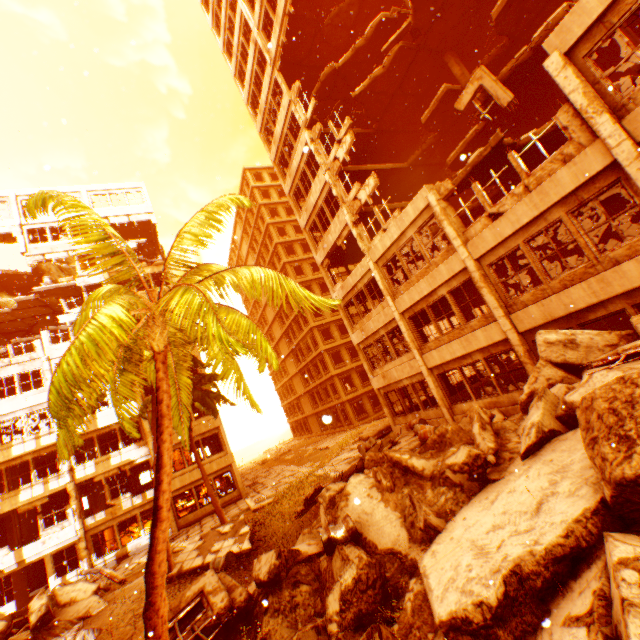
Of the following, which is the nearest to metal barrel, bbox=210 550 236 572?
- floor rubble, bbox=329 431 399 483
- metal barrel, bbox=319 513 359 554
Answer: floor rubble, bbox=329 431 399 483

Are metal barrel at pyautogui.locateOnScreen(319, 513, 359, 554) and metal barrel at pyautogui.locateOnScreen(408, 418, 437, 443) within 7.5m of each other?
yes

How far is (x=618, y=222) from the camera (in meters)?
13.88

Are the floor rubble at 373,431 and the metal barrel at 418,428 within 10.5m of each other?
yes

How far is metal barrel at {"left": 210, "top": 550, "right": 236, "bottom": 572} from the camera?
11.7 meters

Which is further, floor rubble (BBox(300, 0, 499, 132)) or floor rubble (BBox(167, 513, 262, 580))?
floor rubble (BBox(300, 0, 499, 132))

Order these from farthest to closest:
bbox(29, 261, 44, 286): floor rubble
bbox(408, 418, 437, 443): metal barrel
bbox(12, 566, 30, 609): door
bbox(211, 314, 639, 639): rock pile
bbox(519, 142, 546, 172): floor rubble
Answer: bbox(29, 261, 44, 286): floor rubble
bbox(12, 566, 30, 609): door
bbox(408, 418, 437, 443): metal barrel
bbox(519, 142, 546, 172): floor rubble
bbox(211, 314, 639, 639): rock pile

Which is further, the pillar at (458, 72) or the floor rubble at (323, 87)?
the pillar at (458, 72)
